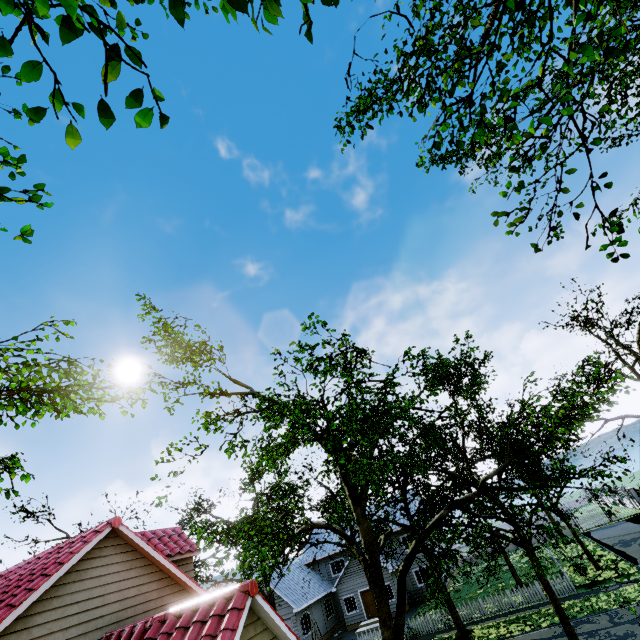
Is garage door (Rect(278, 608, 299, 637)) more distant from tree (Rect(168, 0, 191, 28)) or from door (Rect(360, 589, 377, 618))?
door (Rect(360, 589, 377, 618))

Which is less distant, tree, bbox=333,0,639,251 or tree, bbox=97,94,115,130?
tree, bbox=97,94,115,130

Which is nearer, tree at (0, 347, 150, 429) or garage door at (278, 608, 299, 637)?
tree at (0, 347, 150, 429)

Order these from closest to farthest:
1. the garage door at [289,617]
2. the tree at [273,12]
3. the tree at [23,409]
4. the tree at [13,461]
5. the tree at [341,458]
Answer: the tree at [273,12], the tree at [341,458], the tree at [23,409], the tree at [13,461], the garage door at [289,617]

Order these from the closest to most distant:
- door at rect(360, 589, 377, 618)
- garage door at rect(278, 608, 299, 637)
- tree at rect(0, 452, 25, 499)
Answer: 1. tree at rect(0, 452, 25, 499)
2. garage door at rect(278, 608, 299, 637)
3. door at rect(360, 589, 377, 618)

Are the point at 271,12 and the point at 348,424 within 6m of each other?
no

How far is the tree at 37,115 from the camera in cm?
149

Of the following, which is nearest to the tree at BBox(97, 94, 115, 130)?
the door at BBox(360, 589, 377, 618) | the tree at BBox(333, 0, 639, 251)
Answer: the tree at BBox(333, 0, 639, 251)
